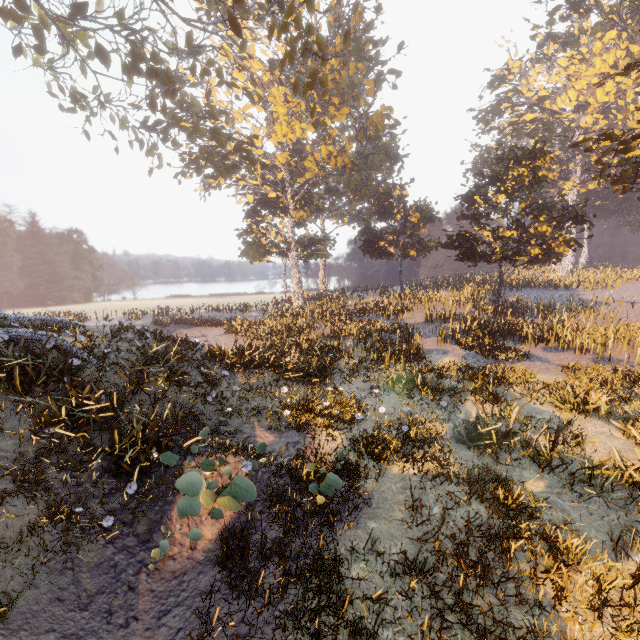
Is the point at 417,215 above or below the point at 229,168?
below
